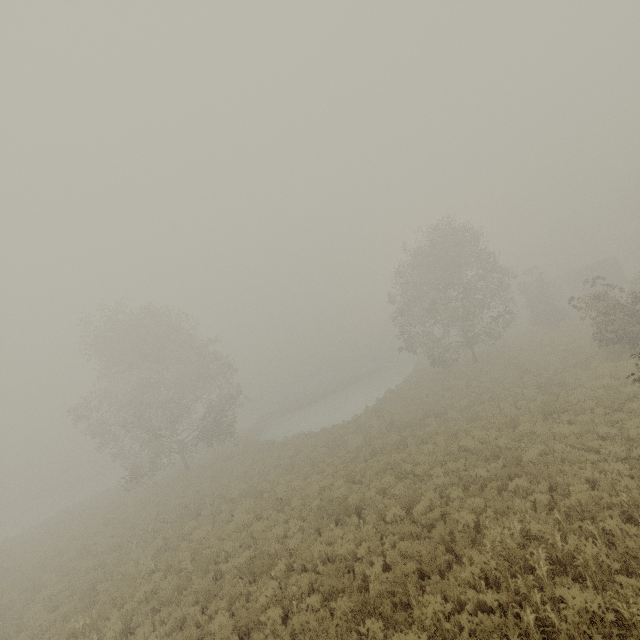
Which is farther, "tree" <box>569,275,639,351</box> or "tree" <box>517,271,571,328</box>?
"tree" <box>517,271,571,328</box>

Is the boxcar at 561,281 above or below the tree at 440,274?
below

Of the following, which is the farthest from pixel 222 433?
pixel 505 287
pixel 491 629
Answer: pixel 505 287

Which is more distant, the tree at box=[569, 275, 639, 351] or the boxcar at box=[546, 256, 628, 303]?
the boxcar at box=[546, 256, 628, 303]

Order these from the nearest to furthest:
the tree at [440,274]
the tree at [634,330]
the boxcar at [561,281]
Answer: the tree at [634,330] → the tree at [440,274] → the boxcar at [561,281]

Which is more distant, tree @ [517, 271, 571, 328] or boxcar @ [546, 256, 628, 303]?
boxcar @ [546, 256, 628, 303]

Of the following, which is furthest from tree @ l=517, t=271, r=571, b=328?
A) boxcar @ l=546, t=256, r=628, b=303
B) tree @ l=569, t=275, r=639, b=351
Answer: boxcar @ l=546, t=256, r=628, b=303

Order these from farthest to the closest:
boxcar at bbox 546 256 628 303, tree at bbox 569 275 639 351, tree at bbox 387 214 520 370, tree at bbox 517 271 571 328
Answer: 1. boxcar at bbox 546 256 628 303
2. tree at bbox 517 271 571 328
3. tree at bbox 387 214 520 370
4. tree at bbox 569 275 639 351
